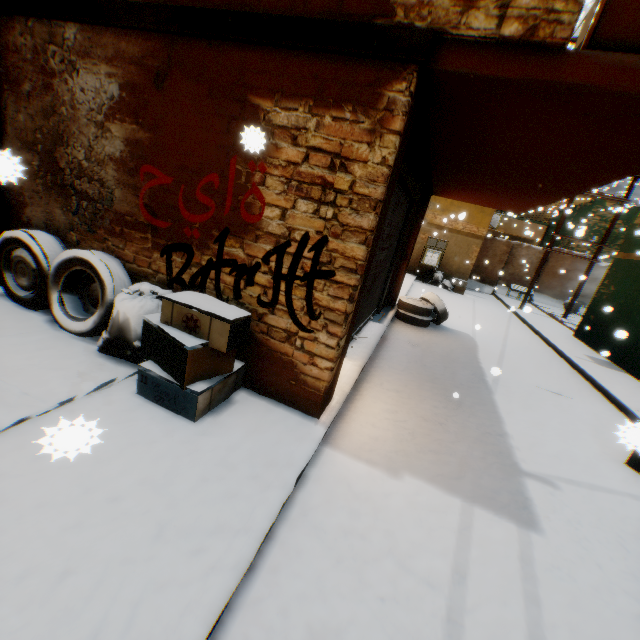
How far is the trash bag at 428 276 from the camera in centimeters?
1712cm

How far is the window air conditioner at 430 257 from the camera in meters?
16.8 m

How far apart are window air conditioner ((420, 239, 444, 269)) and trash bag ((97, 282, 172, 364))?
15.6m

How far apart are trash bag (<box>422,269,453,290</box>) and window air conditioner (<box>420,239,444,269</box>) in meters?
0.2 m

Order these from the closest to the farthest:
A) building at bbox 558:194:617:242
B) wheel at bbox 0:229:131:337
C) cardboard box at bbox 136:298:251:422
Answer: cardboard box at bbox 136:298:251:422 < wheel at bbox 0:229:131:337 < building at bbox 558:194:617:242

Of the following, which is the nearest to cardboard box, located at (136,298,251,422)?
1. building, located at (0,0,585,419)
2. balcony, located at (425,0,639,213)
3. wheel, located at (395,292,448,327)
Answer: building, located at (0,0,585,419)

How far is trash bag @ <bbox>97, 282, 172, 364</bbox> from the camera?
3.2m

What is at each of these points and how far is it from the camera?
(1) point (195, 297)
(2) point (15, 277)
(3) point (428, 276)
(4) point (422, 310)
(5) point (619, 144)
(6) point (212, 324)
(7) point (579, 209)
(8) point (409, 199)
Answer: (1) cardboard box, 2.98m
(2) wheel, 3.94m
(3) trash bag, 17.41m
(4) wheel, 8.49m
(5) balcony, 2.79m
(6) cardboard box, 2.73m
(7) building, 25.30m
(8) rolling overhead door, 6.97m
